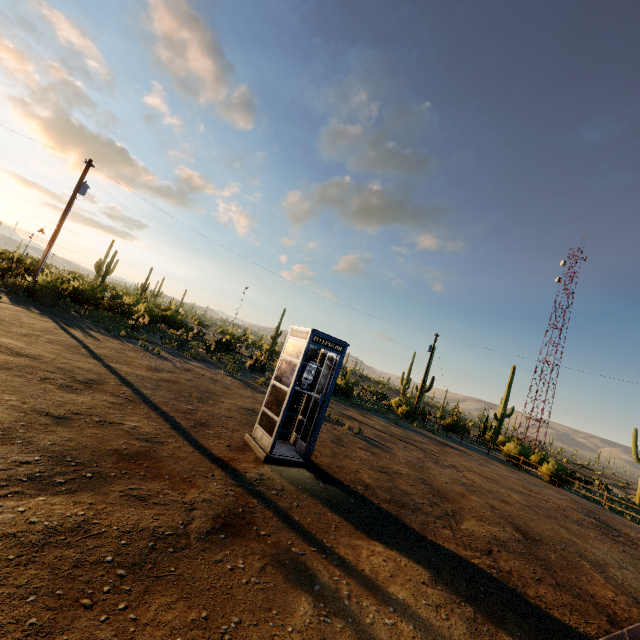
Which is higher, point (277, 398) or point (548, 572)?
point (277, 398)

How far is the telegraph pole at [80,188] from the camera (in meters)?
17.48

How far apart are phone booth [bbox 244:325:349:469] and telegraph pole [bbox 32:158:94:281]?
17.92m

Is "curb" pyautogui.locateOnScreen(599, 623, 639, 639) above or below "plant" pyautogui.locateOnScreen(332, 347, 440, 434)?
below

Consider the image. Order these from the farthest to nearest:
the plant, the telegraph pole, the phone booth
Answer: the plant
the telegraph pole
the phone booth

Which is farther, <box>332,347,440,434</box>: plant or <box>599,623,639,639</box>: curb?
<box>332,347,440,434</box>: plant

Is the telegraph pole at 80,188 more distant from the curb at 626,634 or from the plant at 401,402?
the plant at 401,402

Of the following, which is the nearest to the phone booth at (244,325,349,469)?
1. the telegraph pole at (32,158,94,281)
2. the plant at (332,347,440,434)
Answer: the telegraph pole at (32,158,94,281)
